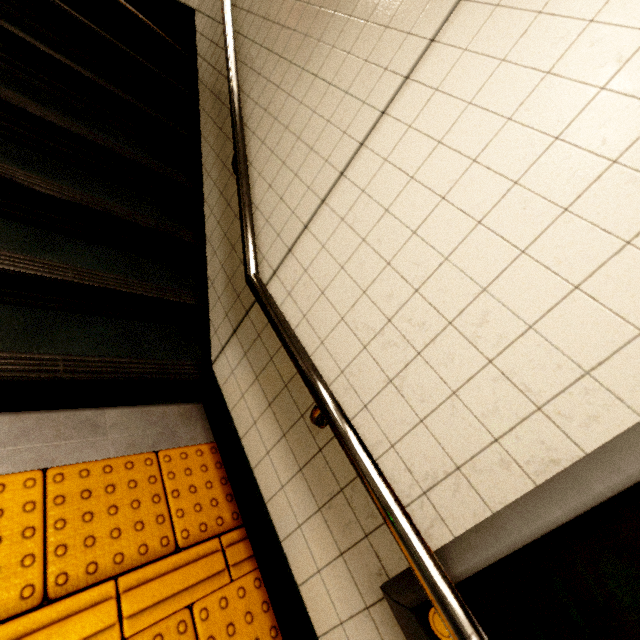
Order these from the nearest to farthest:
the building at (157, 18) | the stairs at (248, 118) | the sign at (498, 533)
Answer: the sign at (498, 533)
the stairs at (248, 118)
the building at (157, 18)

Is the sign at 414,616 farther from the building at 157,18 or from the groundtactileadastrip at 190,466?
the building at 157,18

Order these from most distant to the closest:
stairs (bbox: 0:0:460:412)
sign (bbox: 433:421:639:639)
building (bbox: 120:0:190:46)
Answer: building (bbox: 120:0:190:46) → stairs (bbox: 0:0:460:412) → sign (bbox: 433:421:639:639)

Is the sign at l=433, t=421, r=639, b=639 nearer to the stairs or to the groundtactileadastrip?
the groundtactileadastrip

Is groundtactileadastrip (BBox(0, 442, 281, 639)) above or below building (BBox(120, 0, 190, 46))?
below

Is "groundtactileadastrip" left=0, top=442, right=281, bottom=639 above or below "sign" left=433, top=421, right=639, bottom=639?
below

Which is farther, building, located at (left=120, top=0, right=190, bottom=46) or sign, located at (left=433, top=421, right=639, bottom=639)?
building, located at (left=120, top=0, right=190, bottom=46)

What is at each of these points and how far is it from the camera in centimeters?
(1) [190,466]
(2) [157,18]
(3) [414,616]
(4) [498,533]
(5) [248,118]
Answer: (1) groundtactileadastrip, 176cm
(2) building, 414cm
(3) sign, 94cm
(4) sign, 83cm
(5) stairs, 206cm
